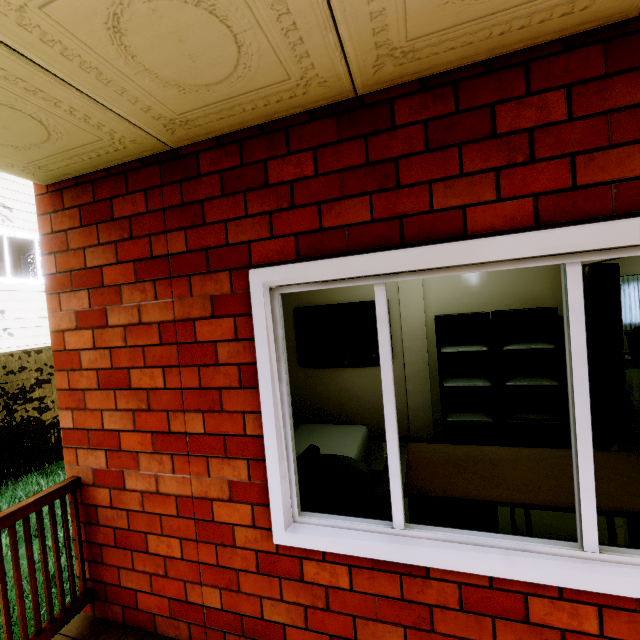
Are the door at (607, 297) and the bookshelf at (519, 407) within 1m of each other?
yes

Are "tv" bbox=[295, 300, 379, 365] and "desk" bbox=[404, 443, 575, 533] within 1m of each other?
no

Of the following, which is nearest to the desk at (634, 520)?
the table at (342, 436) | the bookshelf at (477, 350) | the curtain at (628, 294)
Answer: the table at (342, 436)

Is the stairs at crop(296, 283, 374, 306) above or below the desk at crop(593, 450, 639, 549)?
above

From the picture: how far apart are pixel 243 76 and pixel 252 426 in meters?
1.6

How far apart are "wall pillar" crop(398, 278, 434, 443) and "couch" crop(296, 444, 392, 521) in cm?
163

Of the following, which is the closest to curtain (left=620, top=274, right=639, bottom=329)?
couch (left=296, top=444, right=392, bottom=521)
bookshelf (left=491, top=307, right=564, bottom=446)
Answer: bookshelf (left=491, top=307, right=564, bottom=446)

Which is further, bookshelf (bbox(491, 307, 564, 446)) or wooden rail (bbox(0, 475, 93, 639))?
bookshelf (bbox(491, 307, 564, 446))
